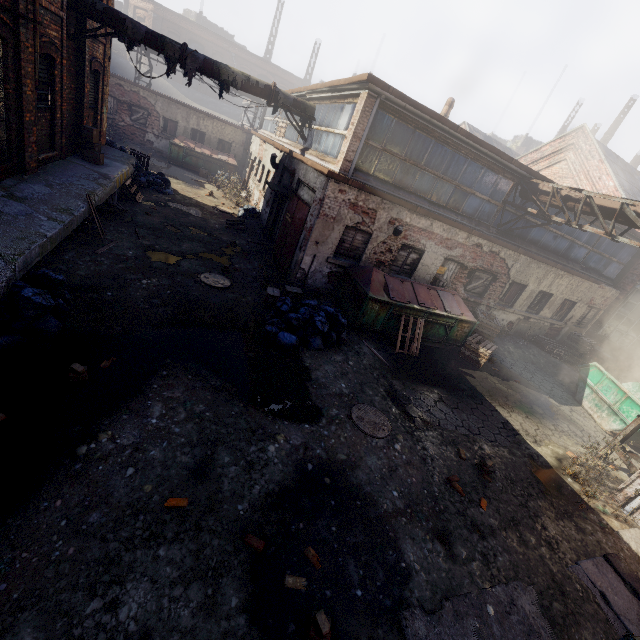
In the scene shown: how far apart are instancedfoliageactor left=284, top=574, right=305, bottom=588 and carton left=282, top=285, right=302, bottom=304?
7.07m

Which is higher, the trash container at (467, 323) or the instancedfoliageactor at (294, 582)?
the trash container at (467, 323)

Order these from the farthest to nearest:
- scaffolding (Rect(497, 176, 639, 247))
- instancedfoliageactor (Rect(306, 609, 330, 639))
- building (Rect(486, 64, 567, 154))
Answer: building (Rect(486, 64, 567, 154)), scaffolding (Rect(497, 176, 639, 247)), instancedfoliageactor (Rect(306, 609, 330, 639))

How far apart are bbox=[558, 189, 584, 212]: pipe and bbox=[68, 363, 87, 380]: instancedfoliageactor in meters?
12.7

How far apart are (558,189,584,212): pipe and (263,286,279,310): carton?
9.3 meters

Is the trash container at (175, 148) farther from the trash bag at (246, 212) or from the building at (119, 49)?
the building at (119, 49)

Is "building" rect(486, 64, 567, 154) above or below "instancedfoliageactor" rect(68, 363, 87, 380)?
above

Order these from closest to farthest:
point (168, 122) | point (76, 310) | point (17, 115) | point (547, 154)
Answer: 1. point (76, 310)
2. point (17, 115)
3. point (547, 154)
4. point (168, 122)
